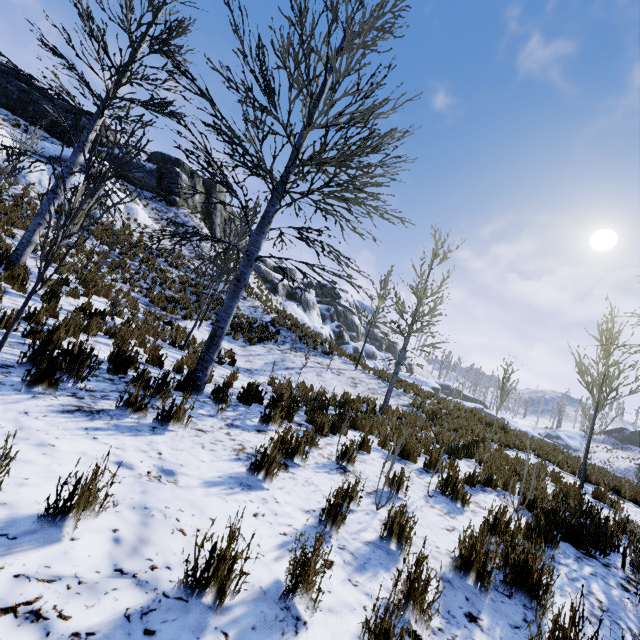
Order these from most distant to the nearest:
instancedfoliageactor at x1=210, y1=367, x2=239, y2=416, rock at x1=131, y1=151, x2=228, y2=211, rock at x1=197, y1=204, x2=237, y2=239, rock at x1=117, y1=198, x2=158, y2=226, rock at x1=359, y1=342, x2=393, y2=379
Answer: rock at x1=197, y1=204, x2=237, y2=239 < rock at x1=131, y1=151, x2=228, y2=211 < rock at x1=117, y1=198, x2=158, y2=226 < rock at x1=359, y1=342, x2=393, y2=379 < instancedfoliageactor at x1=210, y1=367, x2=239, y2=416

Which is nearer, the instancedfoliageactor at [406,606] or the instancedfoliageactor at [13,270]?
the instancedfoliageactor at [406,606]

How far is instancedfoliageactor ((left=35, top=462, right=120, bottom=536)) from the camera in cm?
164

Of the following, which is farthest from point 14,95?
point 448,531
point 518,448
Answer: point 518,448

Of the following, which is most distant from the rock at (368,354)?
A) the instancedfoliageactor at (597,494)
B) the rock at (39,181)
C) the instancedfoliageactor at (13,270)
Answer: the instancedfoliageactor at (13,270)

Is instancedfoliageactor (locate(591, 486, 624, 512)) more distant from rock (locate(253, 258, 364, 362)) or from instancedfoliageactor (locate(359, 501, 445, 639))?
rock (locate(253, 258, 364, 362))

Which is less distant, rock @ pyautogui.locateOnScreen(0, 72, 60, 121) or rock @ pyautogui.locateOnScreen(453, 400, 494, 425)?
rock @ pyautogui.locateOnScreen(453, 400, 494, 425)
